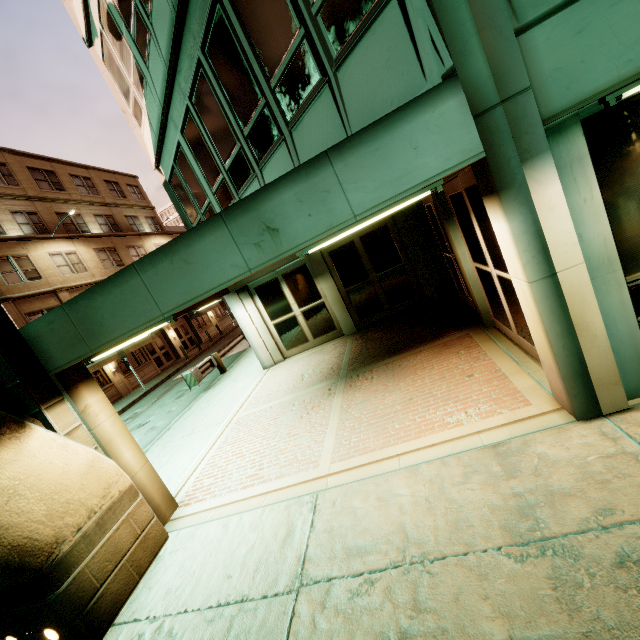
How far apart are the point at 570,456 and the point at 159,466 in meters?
8.2 m
